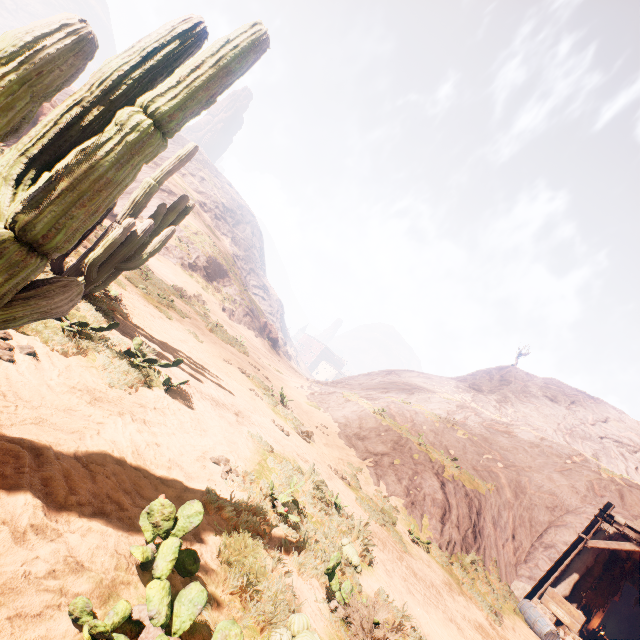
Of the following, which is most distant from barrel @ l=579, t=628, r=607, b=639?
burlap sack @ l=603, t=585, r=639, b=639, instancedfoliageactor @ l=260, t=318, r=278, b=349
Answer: instancedfoliageactor @ l=260, t=318, r=278, b=349

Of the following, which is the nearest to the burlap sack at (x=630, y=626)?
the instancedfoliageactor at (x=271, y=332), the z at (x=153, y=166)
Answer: the z at (x=153, y=166)

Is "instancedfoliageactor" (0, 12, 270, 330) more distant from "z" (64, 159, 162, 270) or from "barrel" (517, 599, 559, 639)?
"barrel" (517, 599, 559, 639)

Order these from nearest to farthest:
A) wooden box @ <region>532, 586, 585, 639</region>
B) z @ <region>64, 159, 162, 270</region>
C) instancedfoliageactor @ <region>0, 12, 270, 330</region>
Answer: instancedfoliageactor @ <region>0, 12, 270, 330</region> < z @ <region>64, 159, 162, 270</region> < wooden box @ <region>532, 586, 585, 639</region>

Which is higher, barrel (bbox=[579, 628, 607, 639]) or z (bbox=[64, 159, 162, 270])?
z (bbox=[64, 159, 162, 270])

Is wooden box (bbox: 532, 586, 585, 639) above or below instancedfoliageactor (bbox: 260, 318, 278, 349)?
below

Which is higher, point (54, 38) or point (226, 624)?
point (54, 38)

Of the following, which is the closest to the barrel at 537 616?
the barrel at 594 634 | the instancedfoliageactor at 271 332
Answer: the barrel at 594 634
